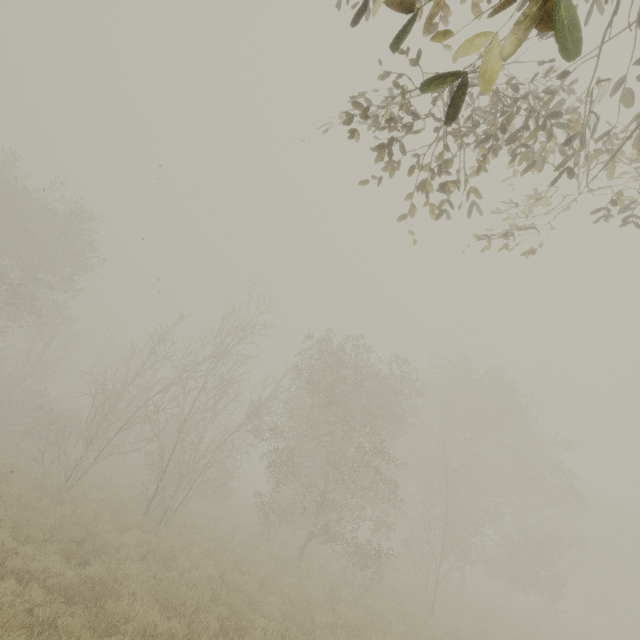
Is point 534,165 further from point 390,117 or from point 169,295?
point 169,295
